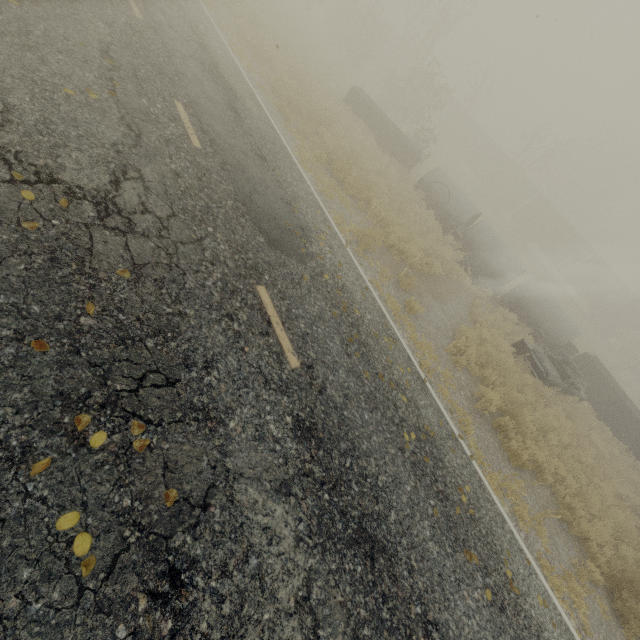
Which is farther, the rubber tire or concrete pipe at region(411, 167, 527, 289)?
concrete pipe at region(411, 167, 527, 289)

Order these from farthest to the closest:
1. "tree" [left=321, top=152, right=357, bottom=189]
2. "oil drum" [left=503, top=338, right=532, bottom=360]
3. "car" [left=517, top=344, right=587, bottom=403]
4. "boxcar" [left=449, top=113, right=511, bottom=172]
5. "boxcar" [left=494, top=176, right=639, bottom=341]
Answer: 1. "boxcar" [left=449, top=113, right=511, bottom=172]
2. "boxcar" [left=494, top=176, right=639, bottom=341]
3. "car" [left=517, top=344, right=587, bottom=403]
4. "oil drum" [left=503, top=338, right=532, bottom=360]
5. "tree" [left=321, top=152, right=357, bottom=189]

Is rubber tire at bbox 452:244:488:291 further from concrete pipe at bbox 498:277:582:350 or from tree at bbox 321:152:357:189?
tree at bbox 321:152:357:189

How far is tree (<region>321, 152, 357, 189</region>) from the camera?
11.21m

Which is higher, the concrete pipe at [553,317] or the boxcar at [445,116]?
the boxcar at [445,116]

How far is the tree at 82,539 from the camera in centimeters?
241cm

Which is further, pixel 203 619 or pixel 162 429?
pixel 162 429
